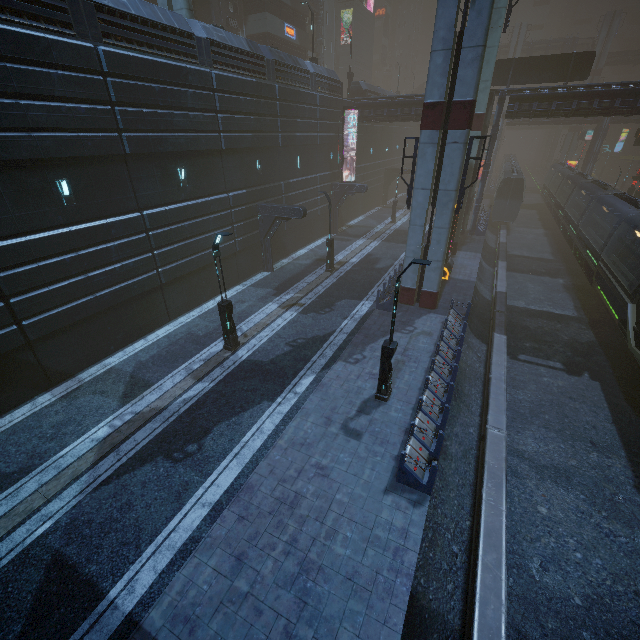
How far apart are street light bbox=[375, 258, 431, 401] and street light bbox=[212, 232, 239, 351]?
6.7 meters

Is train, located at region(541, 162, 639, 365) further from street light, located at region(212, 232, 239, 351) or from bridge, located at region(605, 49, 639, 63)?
bridge, located at region(605, 49, 639, 63)

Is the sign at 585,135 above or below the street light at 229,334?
above

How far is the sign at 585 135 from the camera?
52.41m

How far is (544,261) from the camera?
29.0 meters

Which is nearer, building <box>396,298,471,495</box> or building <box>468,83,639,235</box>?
building <box>396,298,471,495</box>

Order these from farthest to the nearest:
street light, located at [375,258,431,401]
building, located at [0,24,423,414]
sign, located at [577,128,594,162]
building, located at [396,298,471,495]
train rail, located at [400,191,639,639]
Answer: sign, located at [577,128,594,162]
building, located at [0,24,423,414]
street light, located at [375,258,431,401]
building, located at [396,298,471,495]
train rail, located at [400,191,639,639]

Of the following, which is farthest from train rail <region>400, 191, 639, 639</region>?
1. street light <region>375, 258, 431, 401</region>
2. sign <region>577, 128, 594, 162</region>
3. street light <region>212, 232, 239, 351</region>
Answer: street light <region>212, 232, 239, 351</region>
